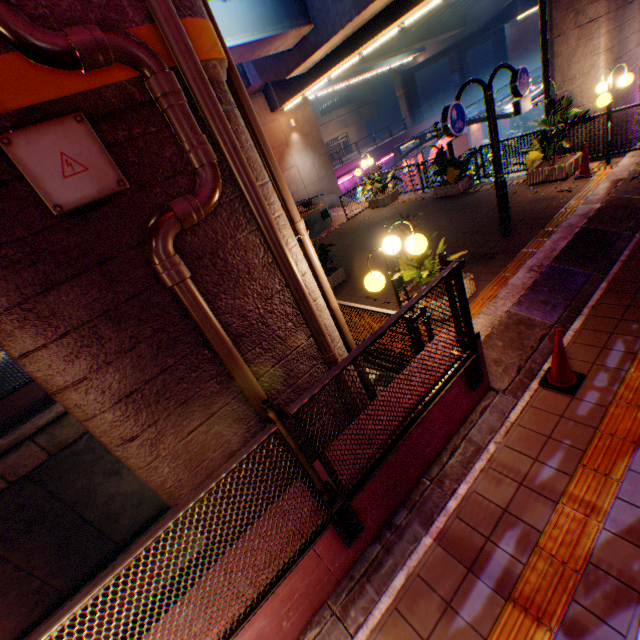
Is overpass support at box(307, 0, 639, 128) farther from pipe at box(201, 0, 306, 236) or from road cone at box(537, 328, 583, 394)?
road cone at box(537, 328, 583, 394)

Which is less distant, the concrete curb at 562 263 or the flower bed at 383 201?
the concrete curb at 562 263

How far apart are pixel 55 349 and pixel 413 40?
A: 41.4m

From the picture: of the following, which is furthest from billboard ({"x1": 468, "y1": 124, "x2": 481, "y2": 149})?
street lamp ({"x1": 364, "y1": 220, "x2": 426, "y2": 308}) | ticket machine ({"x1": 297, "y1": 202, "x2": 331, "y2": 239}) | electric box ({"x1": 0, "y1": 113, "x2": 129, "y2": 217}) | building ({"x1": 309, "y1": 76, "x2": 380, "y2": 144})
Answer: electric box ({"x1": 0, "y1": 113, "x2": 129, "y2": 217})

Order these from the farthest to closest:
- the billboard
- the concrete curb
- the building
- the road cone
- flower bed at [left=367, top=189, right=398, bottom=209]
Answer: the building → the billboard → flower bed at [left=367, top=189, right=398, bottom=209] → the road cone → the concrete curb

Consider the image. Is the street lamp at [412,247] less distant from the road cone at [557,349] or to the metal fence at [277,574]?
the metal fence at [277,574]

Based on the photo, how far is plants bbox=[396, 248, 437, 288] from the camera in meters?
5.8

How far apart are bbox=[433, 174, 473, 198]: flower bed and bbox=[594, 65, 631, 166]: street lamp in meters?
3.8 m
